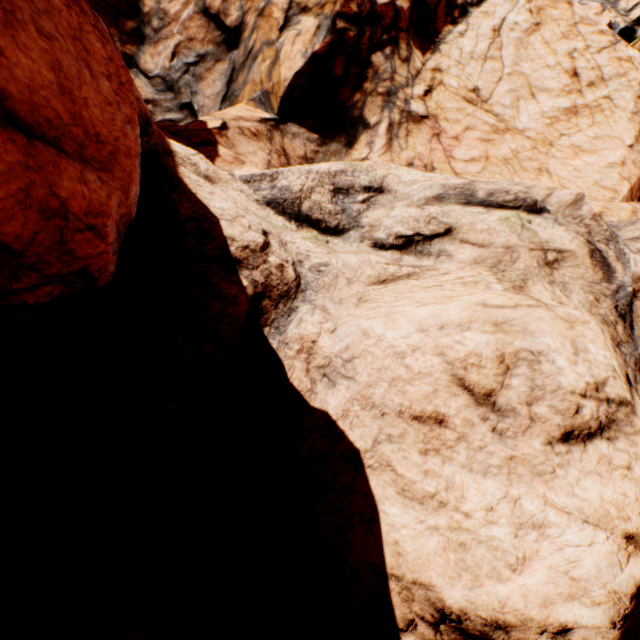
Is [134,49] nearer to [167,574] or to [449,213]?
[449,213]
